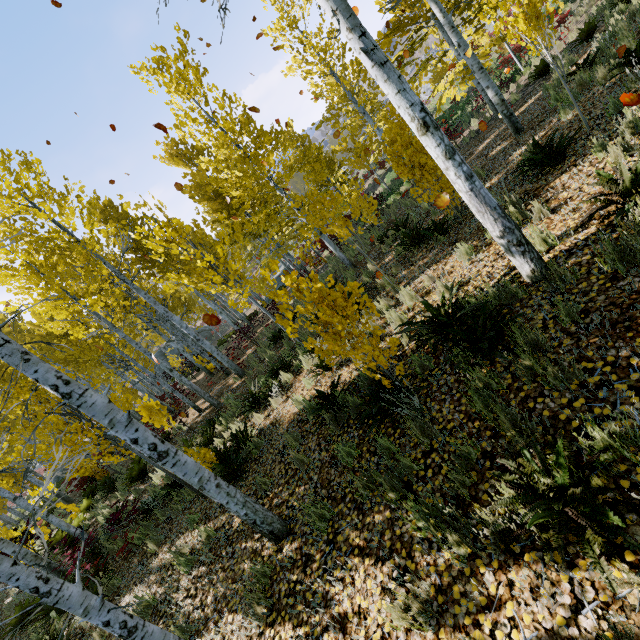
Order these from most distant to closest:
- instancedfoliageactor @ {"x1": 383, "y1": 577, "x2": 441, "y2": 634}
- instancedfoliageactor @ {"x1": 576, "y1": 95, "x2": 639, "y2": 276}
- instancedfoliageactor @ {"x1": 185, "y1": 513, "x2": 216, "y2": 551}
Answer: instancedfoliageactor @ {"x1": 185, "y1": 513, "x2": 216, "y2": 551} → instancedfoliageactor @ {"x1": 576, "y1": 95, "x2": 639, "y2": 276} → instancedfoliageactor @ {"x1": 383, "y1": 577, "x2": 441, "y2": 634}

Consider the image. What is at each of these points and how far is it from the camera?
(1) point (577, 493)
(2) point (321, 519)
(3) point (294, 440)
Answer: (1) instancedfoliageactor, 2.04m
(2) instancedfoliageactor, 3.77m
(3) instancedfoliageactor, 5.48m

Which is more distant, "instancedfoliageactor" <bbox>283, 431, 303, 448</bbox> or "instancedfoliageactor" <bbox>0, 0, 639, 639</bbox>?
"instancedfoliageactor" <bbox>283, 431, 303, 448</bbox>

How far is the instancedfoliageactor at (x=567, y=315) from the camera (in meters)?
3.09

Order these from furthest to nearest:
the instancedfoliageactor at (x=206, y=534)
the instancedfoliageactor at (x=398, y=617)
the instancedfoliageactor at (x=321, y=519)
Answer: the instancedfoliageactor at (x=206, y=534), the instancedfoliageactor at (x=321, y=519), the instancedfoliageactor at (x=398, y=617)

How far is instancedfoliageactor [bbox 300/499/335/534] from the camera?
3.7 meters
